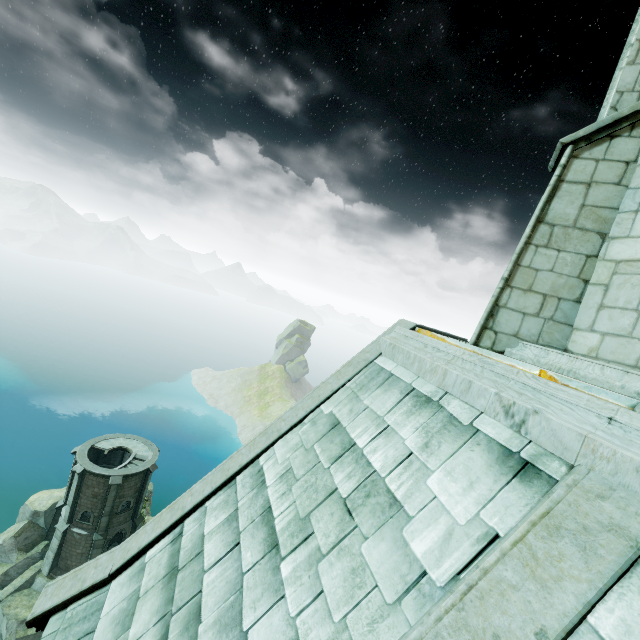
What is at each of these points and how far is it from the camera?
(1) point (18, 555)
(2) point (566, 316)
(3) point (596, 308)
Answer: (1) rock, 28.4 meters
(2) stone column, 4.9 meters
(3) building, 4.6 meters

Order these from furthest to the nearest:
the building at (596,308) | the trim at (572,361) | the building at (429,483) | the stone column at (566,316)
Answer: the stone column at (566,316)
the building at (596,308)
the trim at (572,361)
the building at (429,483)

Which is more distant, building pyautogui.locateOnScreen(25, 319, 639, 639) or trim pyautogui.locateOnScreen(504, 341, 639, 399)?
trim pyautogui.locateOnScreen(504, 341, 639, 399)

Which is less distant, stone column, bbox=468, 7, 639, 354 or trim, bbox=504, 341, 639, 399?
trim, bbox=504, 341, 639, 399

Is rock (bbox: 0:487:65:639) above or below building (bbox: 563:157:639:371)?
below

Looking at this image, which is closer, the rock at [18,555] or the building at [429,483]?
the building at [429,483]

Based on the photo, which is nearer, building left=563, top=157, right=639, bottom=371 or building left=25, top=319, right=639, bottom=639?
building left=25, top=319, right=639, bottom=639

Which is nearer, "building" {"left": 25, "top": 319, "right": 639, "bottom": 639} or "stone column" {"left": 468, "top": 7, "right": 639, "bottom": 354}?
"building" {"left": 25, "top": 319, "right": 639, "bottom": 639}
